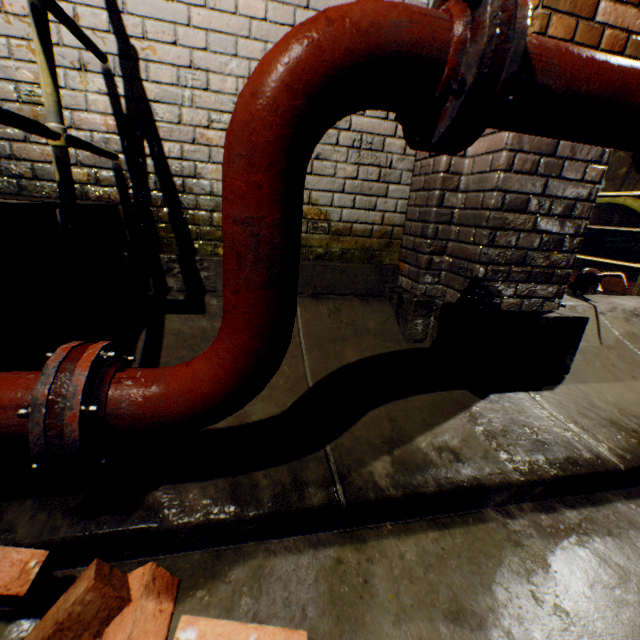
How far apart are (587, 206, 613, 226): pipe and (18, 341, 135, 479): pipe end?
16.5m

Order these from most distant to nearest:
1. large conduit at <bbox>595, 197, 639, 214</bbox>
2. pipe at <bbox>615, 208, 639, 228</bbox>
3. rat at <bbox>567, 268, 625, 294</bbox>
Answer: pipe at <bbox>615, 208, 639, 228</bbox>
large conduit at <bbox>595, 197, 639, 214</bbox>
rat at <bbox>567, 268, 625, 294</bbox>

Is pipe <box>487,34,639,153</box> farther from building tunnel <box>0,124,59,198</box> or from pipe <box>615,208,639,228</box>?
pipe <box>615,208,639,228</box>

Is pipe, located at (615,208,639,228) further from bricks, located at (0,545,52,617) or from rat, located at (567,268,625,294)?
bricks, located at (0,545,52,617)

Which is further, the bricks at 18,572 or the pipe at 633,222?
the pipe at 633,222

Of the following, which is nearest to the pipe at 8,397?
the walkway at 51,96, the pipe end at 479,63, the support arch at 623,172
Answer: the walkway at 51,96

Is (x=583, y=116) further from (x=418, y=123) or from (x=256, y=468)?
(x=256, y=468)

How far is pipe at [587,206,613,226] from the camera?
12.9m
